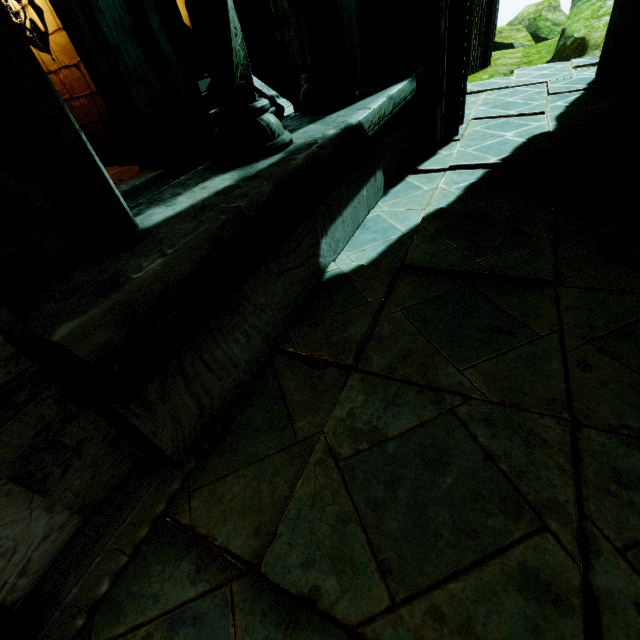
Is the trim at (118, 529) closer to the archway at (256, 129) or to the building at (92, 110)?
the archway at (256, 129)

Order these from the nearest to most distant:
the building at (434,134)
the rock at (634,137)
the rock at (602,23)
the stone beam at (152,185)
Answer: the rock at (634,137)
the building at (434,134)
the rock at (602,23)
the stone beam at (152,185)

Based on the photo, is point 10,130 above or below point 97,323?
above

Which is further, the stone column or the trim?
the stone column

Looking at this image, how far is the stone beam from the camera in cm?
420

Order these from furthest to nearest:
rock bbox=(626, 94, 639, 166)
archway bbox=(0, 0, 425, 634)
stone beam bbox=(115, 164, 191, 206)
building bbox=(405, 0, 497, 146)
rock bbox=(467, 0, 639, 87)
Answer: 1. stone beam bbox=(115, 164, 191, 206)
2. rock bbox=(467, 0, 639, 87)
3. building bbox=(405, 0, 497, 146)
4. rock bbox=(626, 94, 639, 166)
5. archway bbox=(0, 0, 425, 634)

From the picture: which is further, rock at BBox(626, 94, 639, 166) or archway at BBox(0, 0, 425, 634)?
rock at BBox(626, 94, 639, 166)

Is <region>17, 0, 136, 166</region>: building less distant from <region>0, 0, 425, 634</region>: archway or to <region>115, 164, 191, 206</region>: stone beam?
<region>0, 0, 425, 634</region>: archway
